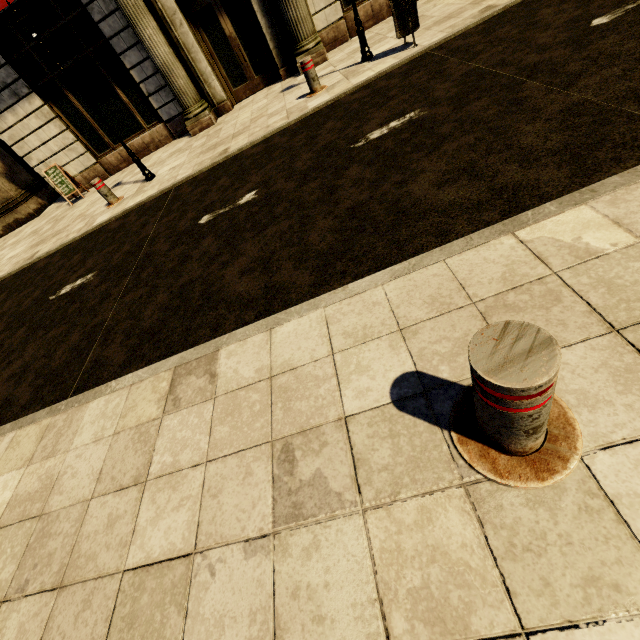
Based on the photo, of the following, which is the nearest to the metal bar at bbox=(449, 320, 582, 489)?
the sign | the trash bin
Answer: the trash bin

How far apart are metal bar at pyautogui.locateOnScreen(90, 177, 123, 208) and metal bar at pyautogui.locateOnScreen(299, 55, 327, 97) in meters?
4.8

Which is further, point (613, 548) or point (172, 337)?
point (172, 337)

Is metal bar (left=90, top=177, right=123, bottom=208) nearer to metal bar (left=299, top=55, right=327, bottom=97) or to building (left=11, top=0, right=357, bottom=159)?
building (left=11, top=0, right=357, bottom=159)

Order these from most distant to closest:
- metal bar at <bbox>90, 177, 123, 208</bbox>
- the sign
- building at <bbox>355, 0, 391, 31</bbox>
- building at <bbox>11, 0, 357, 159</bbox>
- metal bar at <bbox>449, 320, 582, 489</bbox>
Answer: the sign < building at <bbox>355, 0, 391, 31</bbox> < building at <bbox>11, 0, 357, 159</bbox> < metal bar at <bbox>90, 177, 123, 208</bbox> < metal bar at <bbox>449, 320, 582, 489</bbox>

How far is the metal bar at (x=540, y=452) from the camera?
0.9 meters

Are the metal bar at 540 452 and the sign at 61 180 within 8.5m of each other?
no

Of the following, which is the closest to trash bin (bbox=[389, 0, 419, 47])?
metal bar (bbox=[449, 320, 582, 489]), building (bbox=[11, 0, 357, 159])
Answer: building (bbox=[11, 0, 357, 159])
